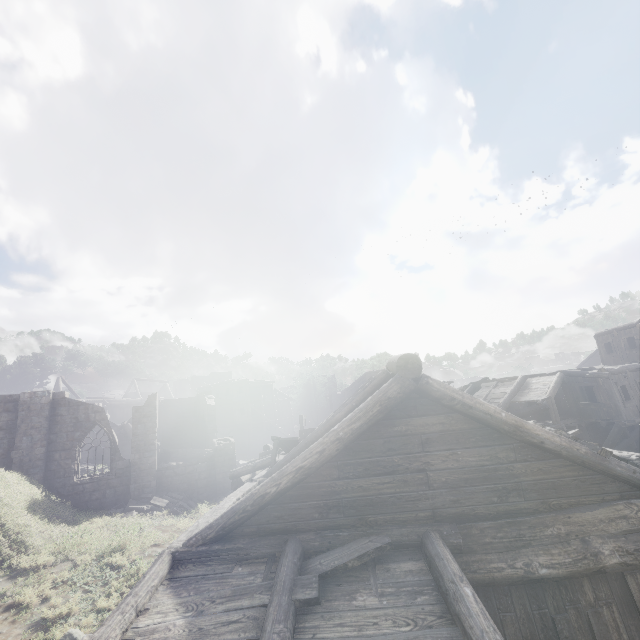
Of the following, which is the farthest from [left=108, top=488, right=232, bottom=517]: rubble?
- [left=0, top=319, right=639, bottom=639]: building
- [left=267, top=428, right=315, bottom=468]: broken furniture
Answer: [left=267, top=428, right=315, bottom=468]: broken furniture

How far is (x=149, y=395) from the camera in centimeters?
2006cm

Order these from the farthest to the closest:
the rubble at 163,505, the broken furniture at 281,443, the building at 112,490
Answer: the rubble at 163,505
the broken furniture at 281,443
the building at 112,490

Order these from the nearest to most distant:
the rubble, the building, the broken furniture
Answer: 1. the building
2. the broken furniture
3. the rubble

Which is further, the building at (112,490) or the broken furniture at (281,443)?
the broken furniture at (281,443)

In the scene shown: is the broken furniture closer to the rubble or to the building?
the building

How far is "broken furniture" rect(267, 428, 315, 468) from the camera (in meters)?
11.10
